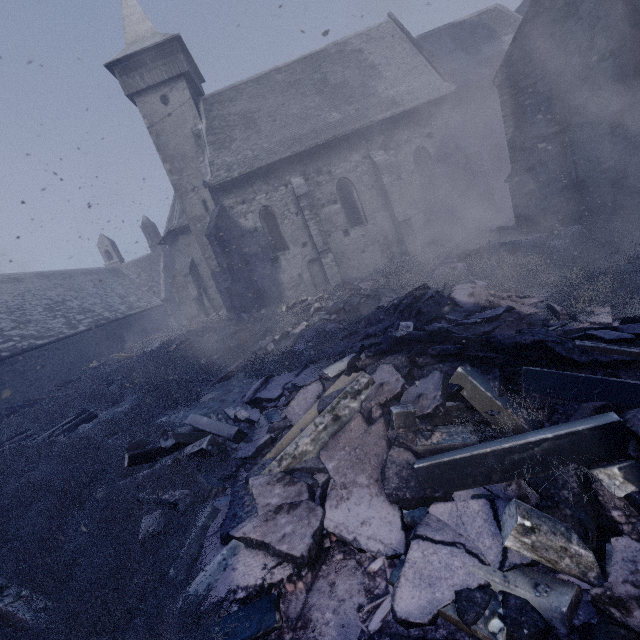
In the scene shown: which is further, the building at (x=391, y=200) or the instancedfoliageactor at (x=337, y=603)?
the building at (x=391, y=200)

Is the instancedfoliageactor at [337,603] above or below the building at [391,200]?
below

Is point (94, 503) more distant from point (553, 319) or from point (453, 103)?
point (453, 103)

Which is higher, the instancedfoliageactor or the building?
the building

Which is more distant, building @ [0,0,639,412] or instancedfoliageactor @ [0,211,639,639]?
building @ [0,0,639,412]
